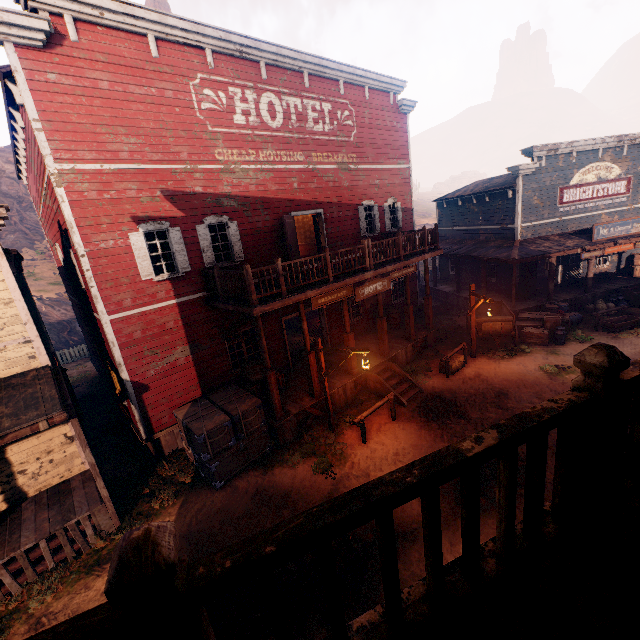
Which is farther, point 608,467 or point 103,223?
point 103,223

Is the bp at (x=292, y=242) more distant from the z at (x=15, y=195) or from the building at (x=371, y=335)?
the z at (x=15, y=195)

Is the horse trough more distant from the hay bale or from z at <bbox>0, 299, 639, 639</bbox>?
the hay bale

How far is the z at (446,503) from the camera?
6.52m

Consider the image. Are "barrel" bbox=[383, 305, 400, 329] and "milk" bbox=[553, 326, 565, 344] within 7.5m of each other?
yes

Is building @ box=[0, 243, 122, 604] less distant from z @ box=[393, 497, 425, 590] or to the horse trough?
z @ box=[393, 497, 425, 590]

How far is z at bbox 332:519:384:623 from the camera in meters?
5.9

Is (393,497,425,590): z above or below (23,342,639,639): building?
below
